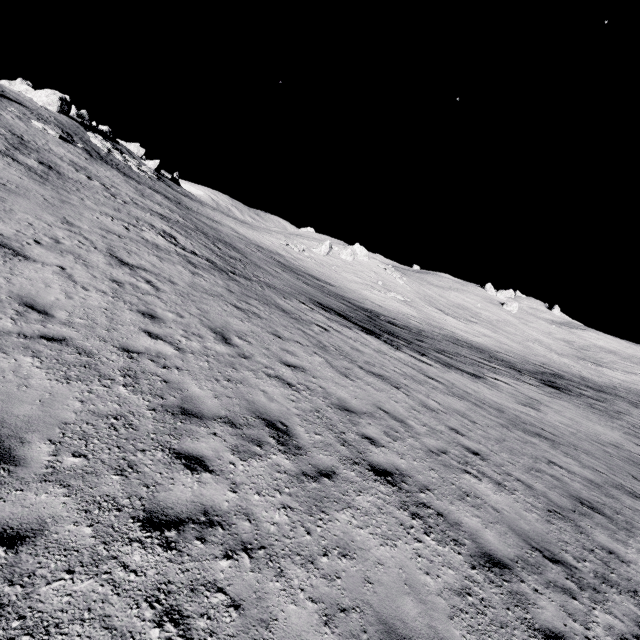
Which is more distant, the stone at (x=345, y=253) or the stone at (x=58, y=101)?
the stone at (x=345, y=253)

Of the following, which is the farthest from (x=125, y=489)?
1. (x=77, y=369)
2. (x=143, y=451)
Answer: (x=77, y=369)

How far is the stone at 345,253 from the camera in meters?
50.8 m

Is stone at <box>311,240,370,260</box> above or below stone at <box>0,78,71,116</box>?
below

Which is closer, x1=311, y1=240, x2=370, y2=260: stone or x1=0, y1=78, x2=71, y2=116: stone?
x1=0, y1=78, x2=71, y2=116: stone

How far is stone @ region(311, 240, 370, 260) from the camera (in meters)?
50.75
